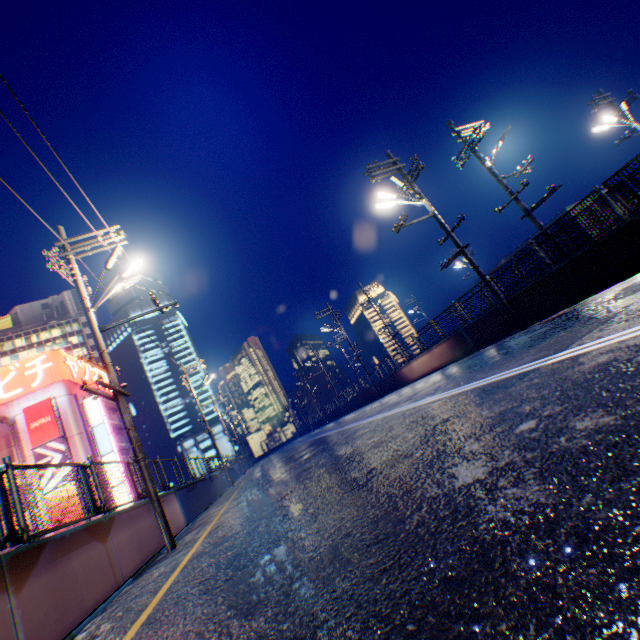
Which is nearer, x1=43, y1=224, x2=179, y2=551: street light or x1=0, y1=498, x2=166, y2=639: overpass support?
x1=0, y1=498, x2=166, y2=639: overpass support

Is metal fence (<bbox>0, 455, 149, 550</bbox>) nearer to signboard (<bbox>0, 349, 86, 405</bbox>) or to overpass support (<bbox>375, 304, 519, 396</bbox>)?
overpass support (<bbox>375, 304, 519, 396</bbox>)

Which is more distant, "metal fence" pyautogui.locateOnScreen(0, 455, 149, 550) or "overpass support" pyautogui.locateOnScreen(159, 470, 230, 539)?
"overpass support" pyautogui.locateOnScreen(159, 470, 230, 539)

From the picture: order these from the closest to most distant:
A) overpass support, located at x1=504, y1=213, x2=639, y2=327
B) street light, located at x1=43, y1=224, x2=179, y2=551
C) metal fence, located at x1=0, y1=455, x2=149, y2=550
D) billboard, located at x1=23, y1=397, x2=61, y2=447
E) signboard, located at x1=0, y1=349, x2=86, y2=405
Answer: metal fence, located at x1=0, y1=455, x2=149, y2=550, street light, located at x1=43, y1=224, x2=179, y2=551, overpass support, located at x1=504, y1=213, x2=639, y2=327, billboard, located at x1=23, y1=397, x2=61, y2=447, signboard, located at x1=0, y1=349, x2=86, y2=405

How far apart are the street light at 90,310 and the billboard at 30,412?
31.0m

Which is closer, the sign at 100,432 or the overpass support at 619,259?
the overpass support at 619,259

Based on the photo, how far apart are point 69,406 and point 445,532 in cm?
4354

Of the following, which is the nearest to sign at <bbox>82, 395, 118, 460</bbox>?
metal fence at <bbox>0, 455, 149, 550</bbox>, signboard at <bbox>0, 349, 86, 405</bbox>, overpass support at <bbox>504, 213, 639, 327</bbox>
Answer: signboard at <bbox>0, 349, 86, 405</bbox>
